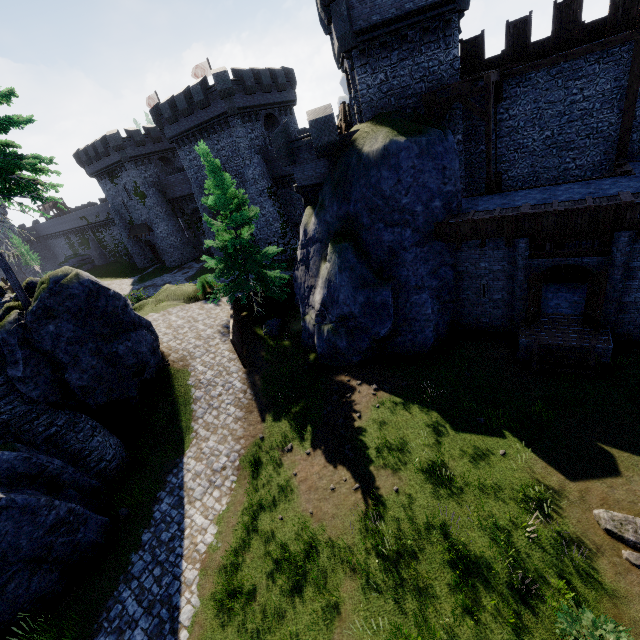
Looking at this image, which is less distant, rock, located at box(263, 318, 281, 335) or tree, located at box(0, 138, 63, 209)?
tree, located at box(0, 138, 63, 209)

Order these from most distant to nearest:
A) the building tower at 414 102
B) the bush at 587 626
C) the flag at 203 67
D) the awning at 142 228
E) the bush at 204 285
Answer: the awning at 142 228
the flag at 203 67
the bush at 204 285
the building tower at 414 102
the bush at 587 626

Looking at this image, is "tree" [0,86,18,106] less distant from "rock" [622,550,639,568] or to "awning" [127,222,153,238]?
"rock" [622,550,639,568]

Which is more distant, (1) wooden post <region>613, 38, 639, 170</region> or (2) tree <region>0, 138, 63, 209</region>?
(1) wooden post <region>613, 38, 639, 170</region>

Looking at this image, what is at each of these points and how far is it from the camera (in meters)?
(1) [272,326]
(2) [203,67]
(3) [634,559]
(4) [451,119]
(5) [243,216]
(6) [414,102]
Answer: (1) rock, 21.25
(2) flag, 37.84
(3) rock, 7.61
(4) building tower, 16.73
(5) tree, 18.64
(6) building tower, 16.41

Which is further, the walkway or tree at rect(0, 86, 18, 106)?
the walkway

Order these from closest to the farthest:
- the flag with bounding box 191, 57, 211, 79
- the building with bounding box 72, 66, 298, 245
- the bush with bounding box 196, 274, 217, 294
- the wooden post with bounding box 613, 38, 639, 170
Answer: the wooden post with bounding box 613, 38, 639, 170 → the bush with bounding box 196, 274, 217, 294 → the building with bounding box 72, 66, 298, 245 → the flag with bounding box 191, 57, 211, 79

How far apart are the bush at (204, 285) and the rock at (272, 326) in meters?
5.8
